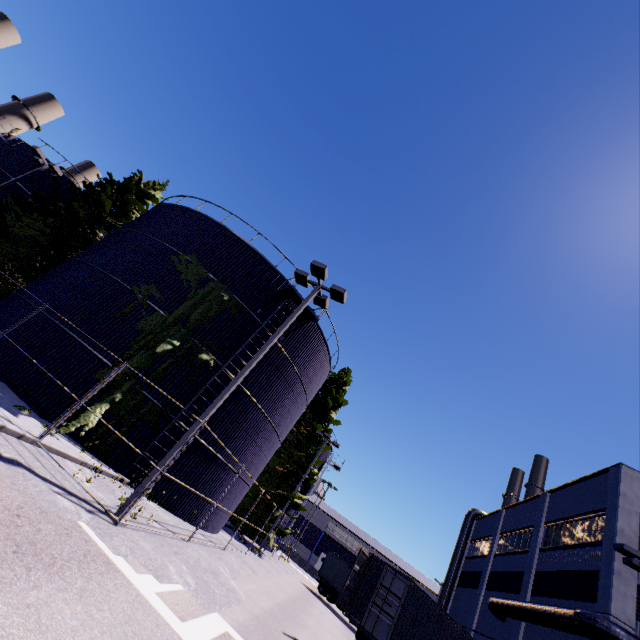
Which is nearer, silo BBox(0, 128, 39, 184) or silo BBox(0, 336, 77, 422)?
silo BBox(0, 336, 77, 422)

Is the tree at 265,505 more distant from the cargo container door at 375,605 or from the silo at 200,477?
the cargo container door at 375,605

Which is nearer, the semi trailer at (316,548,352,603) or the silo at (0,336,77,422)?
the silo at (0,336,77,422)

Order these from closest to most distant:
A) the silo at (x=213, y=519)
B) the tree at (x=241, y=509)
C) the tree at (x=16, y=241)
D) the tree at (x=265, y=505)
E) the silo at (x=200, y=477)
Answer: the silo at (x=200, y=477) → the silo at (x=213, y=519) → the tree at (x=16, y=241) → the tree at (x=265, y=505) → the tree at (x=241, y=509)

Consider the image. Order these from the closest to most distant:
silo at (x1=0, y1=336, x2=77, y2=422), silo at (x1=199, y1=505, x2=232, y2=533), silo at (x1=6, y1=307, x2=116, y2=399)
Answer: silo at (x1=0, y1=336, x2=77, y2=422) < silo at (x1=6, y1=307, x2=116, y2=399) < silo at (x1=199, y1=505, x2=232, y2=533)

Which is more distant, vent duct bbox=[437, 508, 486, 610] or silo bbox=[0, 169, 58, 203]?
vent duct bbox=[437, 508, 486, 610]

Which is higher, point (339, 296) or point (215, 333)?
point (339, 296)
